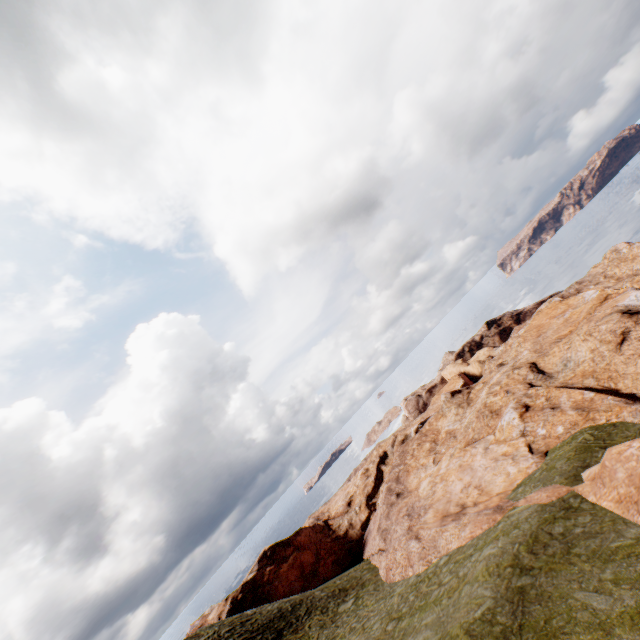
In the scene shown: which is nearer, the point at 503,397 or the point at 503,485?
the point at 503,485
